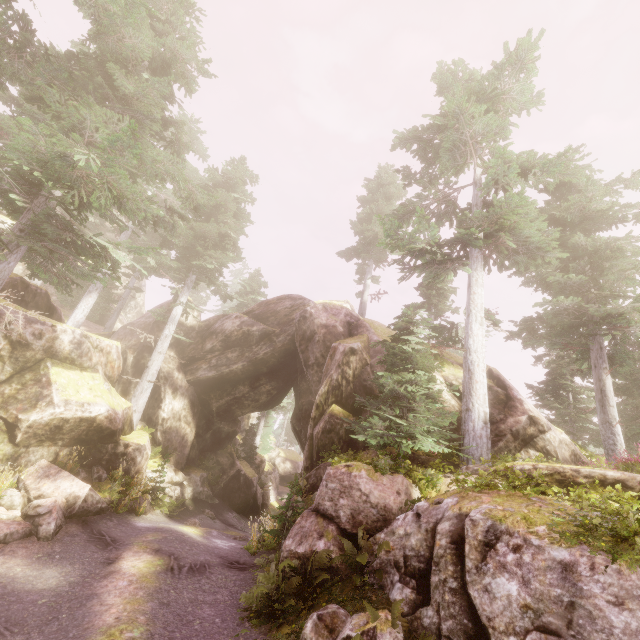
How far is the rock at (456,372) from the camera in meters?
13.6

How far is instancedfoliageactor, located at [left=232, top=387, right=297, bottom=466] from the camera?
28.06m

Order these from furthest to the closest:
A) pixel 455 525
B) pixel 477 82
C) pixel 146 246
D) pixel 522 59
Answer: pixel 146 246
pixel 477 82
pixel 522 59
pixel 455 525

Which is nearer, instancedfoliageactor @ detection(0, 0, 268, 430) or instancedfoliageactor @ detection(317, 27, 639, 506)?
instancedfoliageactor @ detection(0, 0, 268, 430)

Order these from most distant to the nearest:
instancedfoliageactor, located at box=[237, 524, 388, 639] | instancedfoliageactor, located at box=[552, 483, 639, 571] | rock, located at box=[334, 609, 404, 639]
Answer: instancedfoliageactor, located at box=[237, 524, 388, 639] → rock, located at box=[334, 609, 404, 639] → instancedfoliageactor, located at box=[552, 483, 639, 571]

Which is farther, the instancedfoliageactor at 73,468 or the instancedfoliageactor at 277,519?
the instancedfoliageactor at 73,468

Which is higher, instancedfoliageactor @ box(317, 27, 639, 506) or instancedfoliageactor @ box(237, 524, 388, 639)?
instancedfoliageactor @ box(317, 27, 639, 506)
